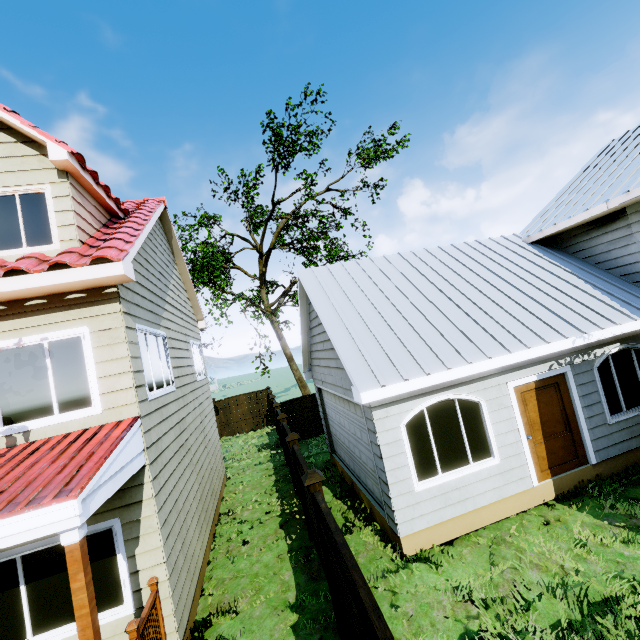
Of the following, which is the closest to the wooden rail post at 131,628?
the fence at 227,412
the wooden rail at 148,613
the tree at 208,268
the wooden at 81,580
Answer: the wooden rail at 148,613

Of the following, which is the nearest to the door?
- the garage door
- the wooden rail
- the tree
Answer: the garage door

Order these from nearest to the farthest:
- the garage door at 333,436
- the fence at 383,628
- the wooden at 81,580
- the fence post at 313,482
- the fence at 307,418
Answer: the fence at 383,628, the wooden at 81,580, the fence post at 313,482, the garage door at 333,436, the fence at 307,418

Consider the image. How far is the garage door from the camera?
6.4m

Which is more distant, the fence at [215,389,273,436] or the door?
the fence at [215,389,273,436]

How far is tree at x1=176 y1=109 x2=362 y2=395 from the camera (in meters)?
14.99

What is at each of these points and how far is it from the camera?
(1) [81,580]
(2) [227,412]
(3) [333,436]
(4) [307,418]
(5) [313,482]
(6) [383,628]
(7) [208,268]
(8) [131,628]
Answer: (1) wooden, 3.2 meters
(2) fence, 20.1 meters
(3) garage door, 11.2 meters
(4) fence, 15.8 meters
(5) fence post, 4.9 meters
(6) fence, 2.4 meters
(7) tree, 20.9 meters
(8) wooden rail post, 4.0 meters

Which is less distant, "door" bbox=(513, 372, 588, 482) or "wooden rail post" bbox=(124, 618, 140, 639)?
"wooden rail post" bbox=(124, 618, 140, 639)
